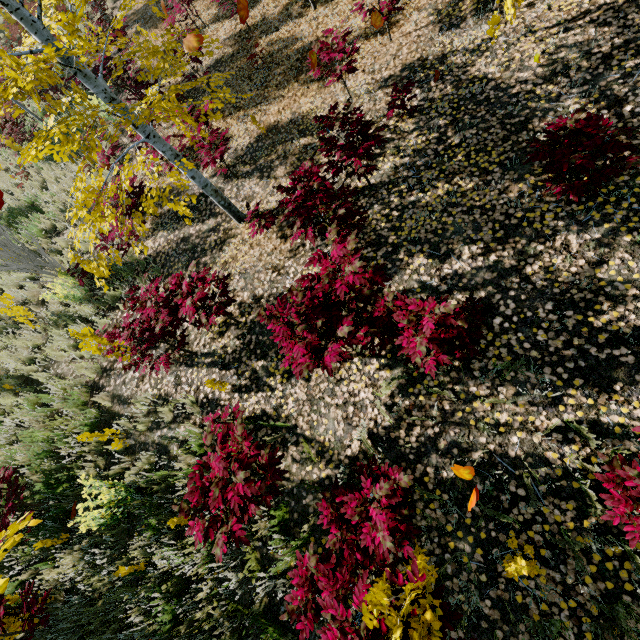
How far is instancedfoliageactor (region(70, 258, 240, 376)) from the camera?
4.2m

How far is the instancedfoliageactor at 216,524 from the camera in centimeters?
293cm

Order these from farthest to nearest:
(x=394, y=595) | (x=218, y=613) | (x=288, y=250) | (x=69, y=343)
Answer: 1. (x=69, y=343)
2. (x=288, y=250)
3. (x=218, y=613)
4. (x=394, y=595)

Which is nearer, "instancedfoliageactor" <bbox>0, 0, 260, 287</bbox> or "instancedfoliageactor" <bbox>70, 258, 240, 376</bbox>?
"instancedfoliageactor" <bbox>0, 0, 260, 287</bbox>
